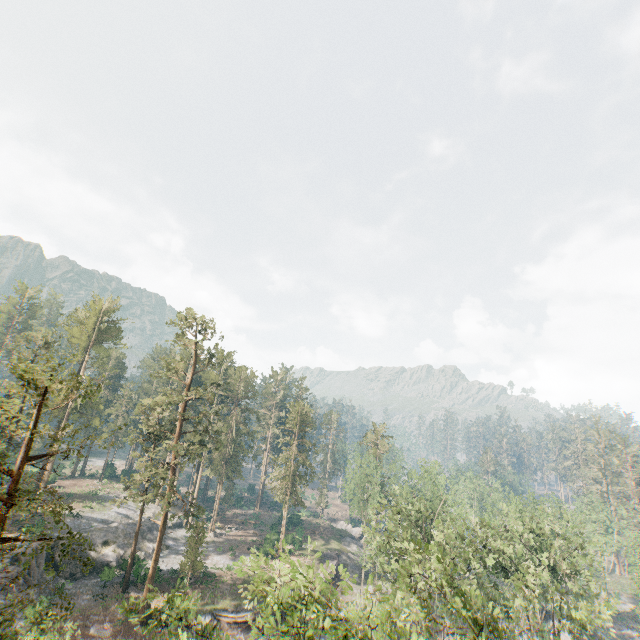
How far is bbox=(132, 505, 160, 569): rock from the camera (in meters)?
42.43

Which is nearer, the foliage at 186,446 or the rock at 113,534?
the foliage at 186,446

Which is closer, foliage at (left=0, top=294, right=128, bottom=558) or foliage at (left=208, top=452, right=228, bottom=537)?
foliage at (left=0, top=294, right=128, bottom=558)

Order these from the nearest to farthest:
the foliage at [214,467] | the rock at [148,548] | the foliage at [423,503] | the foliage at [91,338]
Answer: the foliage at [423,503] → the foliage at [91,338] → the rock at [148,548] → the foliage at [214,467]

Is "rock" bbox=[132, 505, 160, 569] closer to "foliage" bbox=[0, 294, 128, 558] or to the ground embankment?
"foliage" bbox=[0, 294, 128, 558]

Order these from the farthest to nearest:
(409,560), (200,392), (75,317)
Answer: (75,317), (200,392), (409,560)

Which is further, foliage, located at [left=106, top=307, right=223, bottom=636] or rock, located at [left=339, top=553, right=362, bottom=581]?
rock, located at [left=339, top=553, right=362, bottom=581]
